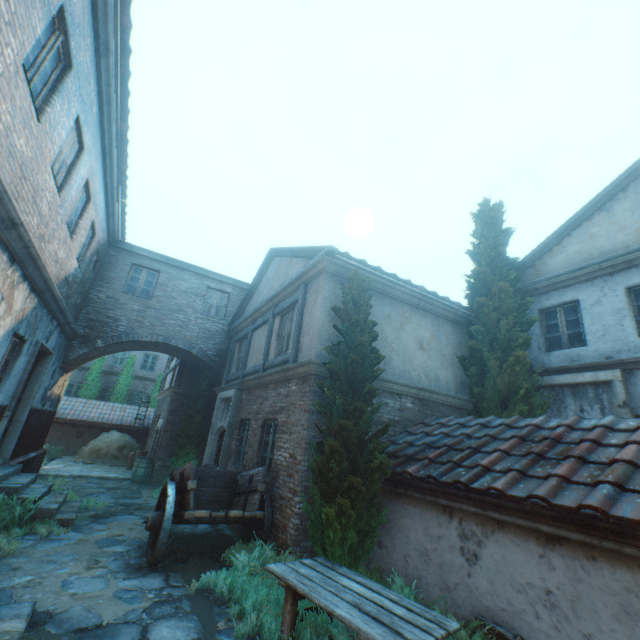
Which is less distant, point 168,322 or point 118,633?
point 118,633

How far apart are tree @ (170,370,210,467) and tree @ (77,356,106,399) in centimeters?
1218cm

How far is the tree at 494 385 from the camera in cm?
830

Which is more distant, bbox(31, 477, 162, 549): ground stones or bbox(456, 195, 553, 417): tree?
bbox(456, 195, 553, 417): tree

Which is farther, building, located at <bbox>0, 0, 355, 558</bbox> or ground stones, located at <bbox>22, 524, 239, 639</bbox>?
building, located at <bbox>0, 0, 355, 558</bbox>

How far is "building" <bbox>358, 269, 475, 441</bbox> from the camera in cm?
774

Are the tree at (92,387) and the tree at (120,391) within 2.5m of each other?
yes

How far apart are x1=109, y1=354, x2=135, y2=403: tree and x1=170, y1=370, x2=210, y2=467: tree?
11.59m
